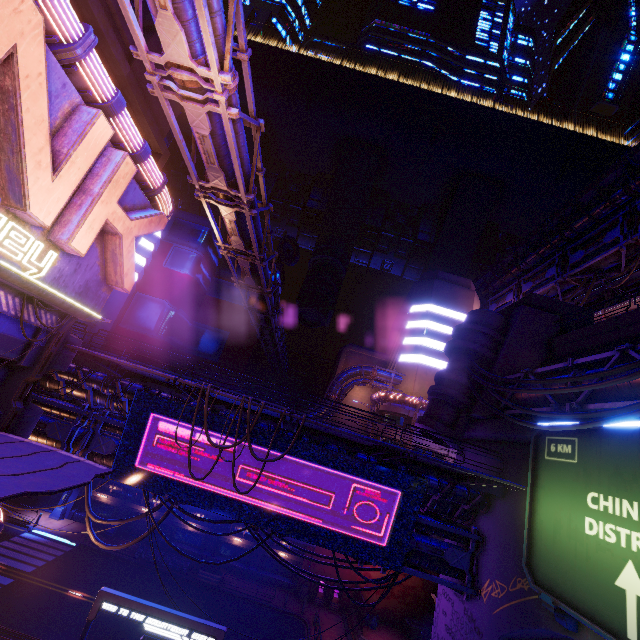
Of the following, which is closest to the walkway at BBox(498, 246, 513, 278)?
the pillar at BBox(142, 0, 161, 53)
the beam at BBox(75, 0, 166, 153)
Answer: the pillar at BBox(142, 0, 161, 53)

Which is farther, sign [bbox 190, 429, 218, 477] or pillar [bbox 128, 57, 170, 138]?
sign [bbox 190, 429, 218, 477]

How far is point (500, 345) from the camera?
19.33m

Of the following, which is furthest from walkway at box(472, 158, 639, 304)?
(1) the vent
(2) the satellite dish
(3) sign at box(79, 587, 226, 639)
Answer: (1) the vent

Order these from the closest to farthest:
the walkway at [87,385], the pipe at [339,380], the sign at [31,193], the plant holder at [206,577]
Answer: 1. the sign at [31,193]
2. the walkway at [87,385]
3. the plant holder at [206,577]
4. the pipe at [339,380]

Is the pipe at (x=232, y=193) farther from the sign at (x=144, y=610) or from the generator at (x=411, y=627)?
the generator at (x=411, y=627)

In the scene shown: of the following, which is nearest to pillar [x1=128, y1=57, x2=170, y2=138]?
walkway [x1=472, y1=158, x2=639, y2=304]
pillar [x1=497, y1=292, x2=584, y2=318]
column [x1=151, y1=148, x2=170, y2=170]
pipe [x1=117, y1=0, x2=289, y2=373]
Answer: column [x1=151, y1=148, x2=170, y2=170]

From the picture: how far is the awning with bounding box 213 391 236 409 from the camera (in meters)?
11.05
